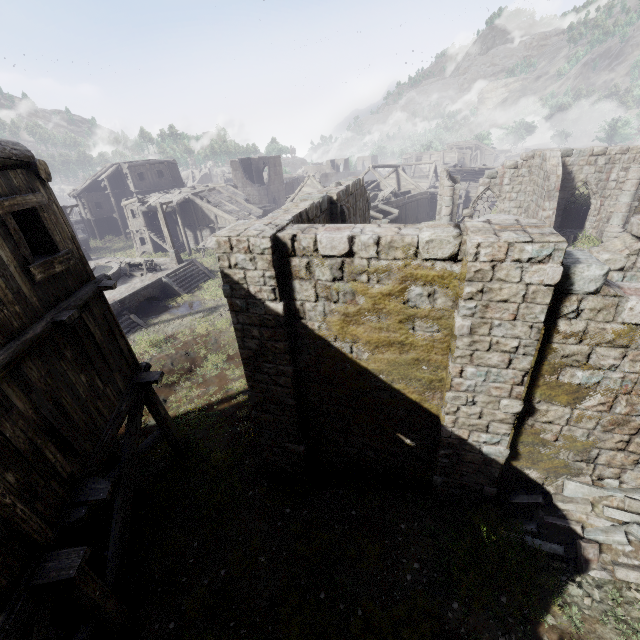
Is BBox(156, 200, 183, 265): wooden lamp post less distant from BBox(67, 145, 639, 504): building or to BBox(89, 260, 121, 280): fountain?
BBox(89, 260, 121, 280): fountain

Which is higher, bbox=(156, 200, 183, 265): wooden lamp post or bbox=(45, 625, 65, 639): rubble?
bbox=(156, 200, 183, 265): wooden lamp post

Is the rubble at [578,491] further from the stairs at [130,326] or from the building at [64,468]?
the stairs at [130,326]

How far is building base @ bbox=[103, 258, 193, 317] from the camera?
20.6m

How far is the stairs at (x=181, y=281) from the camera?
23.7m

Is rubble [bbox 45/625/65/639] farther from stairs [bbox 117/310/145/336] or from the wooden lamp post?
the wooden lamp post

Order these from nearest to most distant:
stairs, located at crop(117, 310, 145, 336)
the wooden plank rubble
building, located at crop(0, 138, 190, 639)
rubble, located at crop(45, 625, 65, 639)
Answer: building, located at crop(0, 138, 190, 639) < rubble, located at crop(45, 625, 65, 639) < stairs, located at crop(117, 310, 145, 336) < the wooden plank rubble

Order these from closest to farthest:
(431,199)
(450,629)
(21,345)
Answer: (21,345) < (450,629) < (431,199)
